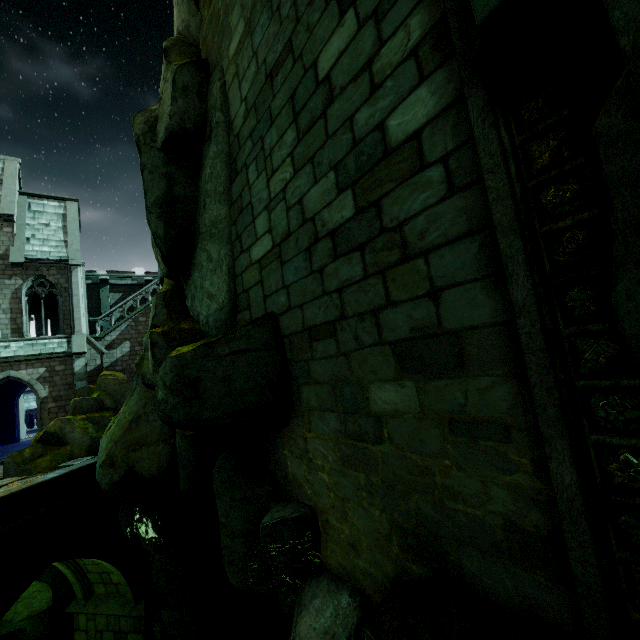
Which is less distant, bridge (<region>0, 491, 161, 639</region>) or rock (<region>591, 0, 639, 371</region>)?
rock (<region>591, 0, 639, 371</region>)

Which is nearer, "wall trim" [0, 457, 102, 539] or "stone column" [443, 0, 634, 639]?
"stone column" [443, 0, 634, 639]

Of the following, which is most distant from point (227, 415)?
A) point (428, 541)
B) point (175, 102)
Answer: point (175, 102)

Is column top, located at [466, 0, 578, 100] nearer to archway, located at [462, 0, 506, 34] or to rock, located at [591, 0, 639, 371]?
archway, located at [462, 0, 506, 34]

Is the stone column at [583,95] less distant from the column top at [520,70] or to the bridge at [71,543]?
the column top at [520,70]

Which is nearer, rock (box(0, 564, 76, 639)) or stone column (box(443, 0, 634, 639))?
stone column (box(443, 0, 634, 639))

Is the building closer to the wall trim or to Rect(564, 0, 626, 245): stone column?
the wall trim

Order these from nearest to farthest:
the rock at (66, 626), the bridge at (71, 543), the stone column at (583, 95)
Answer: the stone column at (583, 95) < the bridge at (71, 543) < the rock at (66, 626)
